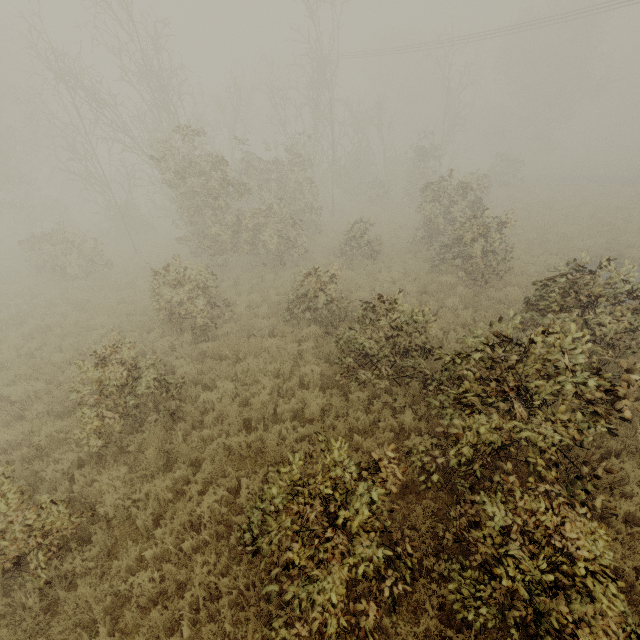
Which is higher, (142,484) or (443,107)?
(443,107)

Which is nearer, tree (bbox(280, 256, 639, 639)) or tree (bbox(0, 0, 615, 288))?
tree (bbox(280, 256, 639, 639))

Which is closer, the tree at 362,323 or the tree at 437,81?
the tree at 362,323
